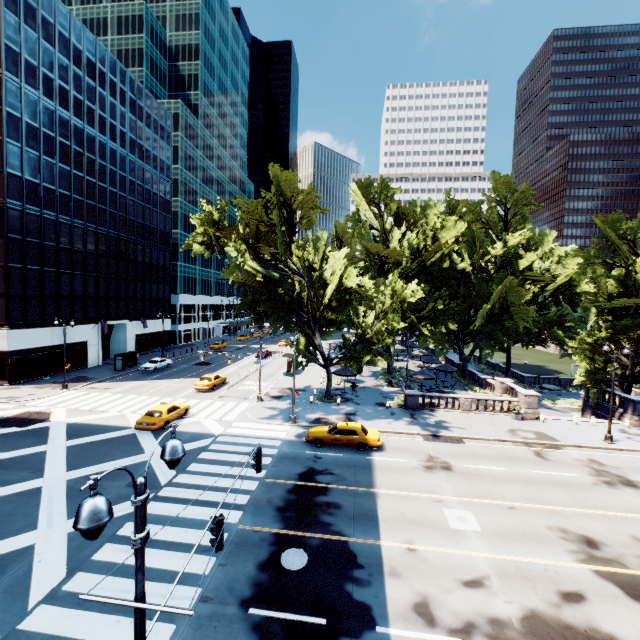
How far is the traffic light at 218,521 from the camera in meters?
8.2 m

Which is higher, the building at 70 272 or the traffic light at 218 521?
the traffic light at 218 521

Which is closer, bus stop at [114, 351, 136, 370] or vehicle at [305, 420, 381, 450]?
vehicle at [305, 420, 381, 450]

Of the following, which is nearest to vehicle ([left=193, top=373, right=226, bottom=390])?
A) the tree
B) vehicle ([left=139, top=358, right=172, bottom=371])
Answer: the tree

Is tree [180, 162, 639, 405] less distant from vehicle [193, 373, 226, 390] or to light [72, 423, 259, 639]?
vehicle [193, 373, 226, 390]

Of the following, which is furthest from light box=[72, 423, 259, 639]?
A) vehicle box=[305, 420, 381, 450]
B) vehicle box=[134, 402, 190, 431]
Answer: vehicle box=[134, 402, 190, 431]

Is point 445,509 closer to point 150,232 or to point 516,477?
point 516,477

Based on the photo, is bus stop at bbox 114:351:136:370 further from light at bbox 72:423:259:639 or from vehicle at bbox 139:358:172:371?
light at bbox 72:423:259:639
